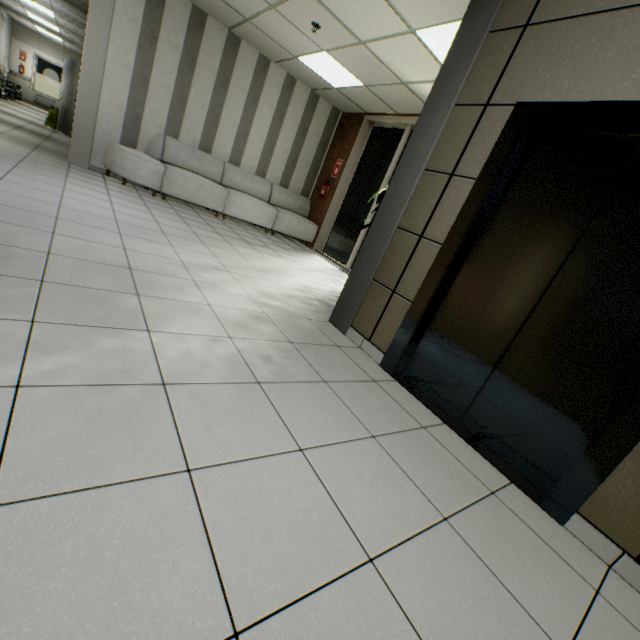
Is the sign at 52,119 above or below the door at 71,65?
below

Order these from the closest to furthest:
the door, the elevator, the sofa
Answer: the elevator
the sofa
the door

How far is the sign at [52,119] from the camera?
10.0m

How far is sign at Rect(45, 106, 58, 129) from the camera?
9.96m

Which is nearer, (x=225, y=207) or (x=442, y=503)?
(x=442, y=503)

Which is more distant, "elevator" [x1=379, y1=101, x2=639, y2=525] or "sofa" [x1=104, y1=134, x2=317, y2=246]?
"sofa" [x1=104, y1=134, x2=317, y2=246]

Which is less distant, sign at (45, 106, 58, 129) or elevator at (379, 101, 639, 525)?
elevator at (379, 101, 639, 525)

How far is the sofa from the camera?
5.8m
